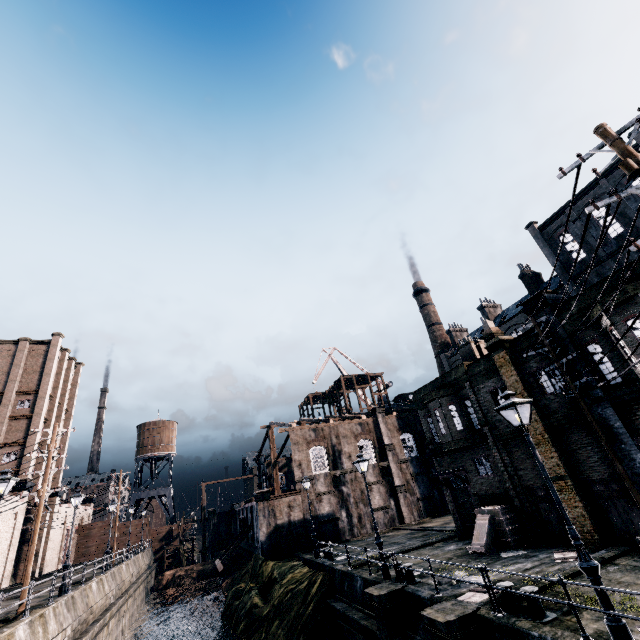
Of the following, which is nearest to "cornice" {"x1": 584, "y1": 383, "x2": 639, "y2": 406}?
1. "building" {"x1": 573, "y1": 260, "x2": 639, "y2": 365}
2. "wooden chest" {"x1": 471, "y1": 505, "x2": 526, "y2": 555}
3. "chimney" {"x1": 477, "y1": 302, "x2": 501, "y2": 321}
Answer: "building" {"x1": 573, "y1": 260, "x2": 639, "y2": 365}

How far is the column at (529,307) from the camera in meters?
16.9

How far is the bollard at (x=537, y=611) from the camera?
9.41m

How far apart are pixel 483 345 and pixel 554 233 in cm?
3223

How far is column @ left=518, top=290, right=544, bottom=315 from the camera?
16.88m

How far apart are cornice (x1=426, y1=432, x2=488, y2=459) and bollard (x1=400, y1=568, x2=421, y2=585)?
8.88m

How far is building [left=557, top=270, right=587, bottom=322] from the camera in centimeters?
1574cm

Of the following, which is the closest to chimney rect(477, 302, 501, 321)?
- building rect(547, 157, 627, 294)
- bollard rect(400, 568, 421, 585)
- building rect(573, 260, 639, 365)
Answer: building rect(547, 157, 627, 294)
